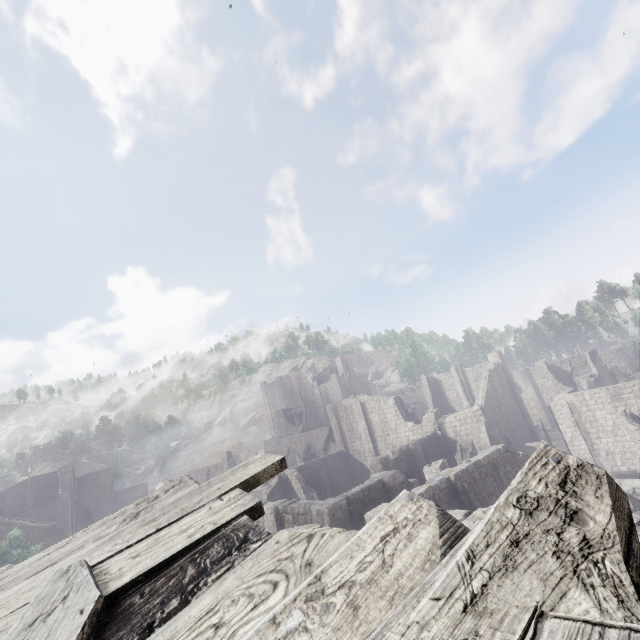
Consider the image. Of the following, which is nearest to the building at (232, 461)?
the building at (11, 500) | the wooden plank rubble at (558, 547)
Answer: the wooden plank rubble at (558, 547)

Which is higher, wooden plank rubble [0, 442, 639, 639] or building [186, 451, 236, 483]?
wooden plank rubble [0, 442, 639, 639]

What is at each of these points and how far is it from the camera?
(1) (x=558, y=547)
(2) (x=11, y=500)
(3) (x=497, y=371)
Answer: (1) wooden plank rubble, 1.3m
(2) building, 50.4m
(3) building, 35.5m

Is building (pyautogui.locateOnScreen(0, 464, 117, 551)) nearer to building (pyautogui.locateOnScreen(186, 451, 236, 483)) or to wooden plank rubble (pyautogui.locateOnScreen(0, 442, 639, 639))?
building (pyautogui.locateOnScreen(186, 451, 236, 483))

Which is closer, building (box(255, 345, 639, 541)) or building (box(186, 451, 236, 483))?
building (box(255, 345, 639, 541))

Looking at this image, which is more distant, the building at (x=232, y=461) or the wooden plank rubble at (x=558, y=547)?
the building at (x=232, y=461)

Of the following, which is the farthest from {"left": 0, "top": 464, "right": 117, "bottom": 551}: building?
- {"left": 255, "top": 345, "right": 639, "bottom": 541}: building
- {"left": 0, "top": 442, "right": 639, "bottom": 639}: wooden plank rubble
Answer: {"left": 0, "top": 442, "right": 639, "bottom": 639}: wooden plank rubble
